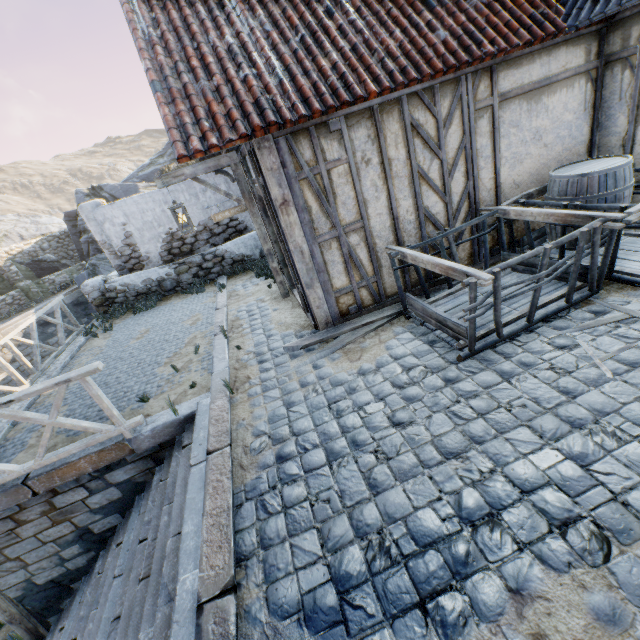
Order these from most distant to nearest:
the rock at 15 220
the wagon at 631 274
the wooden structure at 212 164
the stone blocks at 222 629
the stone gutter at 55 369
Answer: the rock at 15 220
the stone gutter at 55 369
the wooden structure at 212 164
the wagon at 631 274
the stone blocks at 222 629

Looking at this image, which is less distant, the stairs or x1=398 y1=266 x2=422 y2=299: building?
the stairs

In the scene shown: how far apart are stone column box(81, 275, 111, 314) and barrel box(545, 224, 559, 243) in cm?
1144

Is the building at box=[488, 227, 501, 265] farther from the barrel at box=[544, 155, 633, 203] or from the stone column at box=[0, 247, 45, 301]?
the stone column at box=[0, 247, 45, 301]

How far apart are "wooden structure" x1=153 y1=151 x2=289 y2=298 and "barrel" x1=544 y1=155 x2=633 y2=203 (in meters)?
4.77

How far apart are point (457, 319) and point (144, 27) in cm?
578

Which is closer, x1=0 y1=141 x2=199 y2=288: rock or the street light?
the street light

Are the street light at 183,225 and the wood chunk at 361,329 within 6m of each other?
yes
